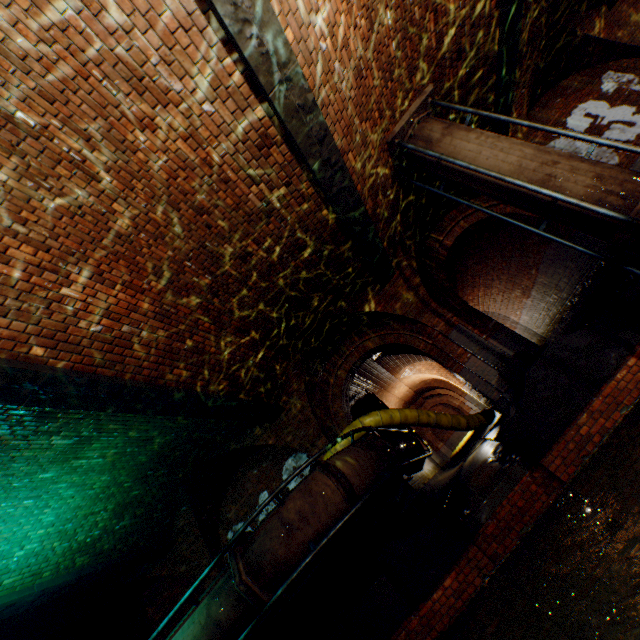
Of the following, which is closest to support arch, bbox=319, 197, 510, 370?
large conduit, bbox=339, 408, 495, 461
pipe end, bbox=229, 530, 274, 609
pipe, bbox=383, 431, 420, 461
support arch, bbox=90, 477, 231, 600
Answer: large conduit, bbox=339, 408, 495, 461

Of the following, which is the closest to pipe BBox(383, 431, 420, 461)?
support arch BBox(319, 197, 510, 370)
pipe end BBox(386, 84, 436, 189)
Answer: support arch BBox(319, 197, 510, 370)

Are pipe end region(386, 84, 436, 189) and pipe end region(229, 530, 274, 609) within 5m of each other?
no

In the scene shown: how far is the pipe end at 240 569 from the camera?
4.9 meters

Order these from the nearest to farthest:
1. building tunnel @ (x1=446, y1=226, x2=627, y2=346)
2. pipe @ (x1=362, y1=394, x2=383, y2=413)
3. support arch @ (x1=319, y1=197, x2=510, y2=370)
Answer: support arch @ (x1=319, y1=197, x2=510, y2=370)
building tunnel @ (x1=446, y1=226, x2=627, y2=346)
pipe @ (x1=362, y1=394, x2=383, y2=413)

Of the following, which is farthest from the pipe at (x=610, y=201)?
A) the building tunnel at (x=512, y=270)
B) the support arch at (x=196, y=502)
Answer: the support arch at (x=196, y=502)

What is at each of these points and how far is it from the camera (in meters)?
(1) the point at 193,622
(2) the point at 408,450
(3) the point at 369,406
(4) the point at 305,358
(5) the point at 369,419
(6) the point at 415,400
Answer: (1) pipe, 5.30
(2) pipe, 9.20
(3) pipe, 13.81
(4) support arch, 9.16
(5) large conduit, 7.84
(6) building tunnel, 23.83

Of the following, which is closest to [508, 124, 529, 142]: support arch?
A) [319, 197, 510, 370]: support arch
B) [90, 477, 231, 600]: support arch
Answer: [319, 197, 510, 370]: support arch
